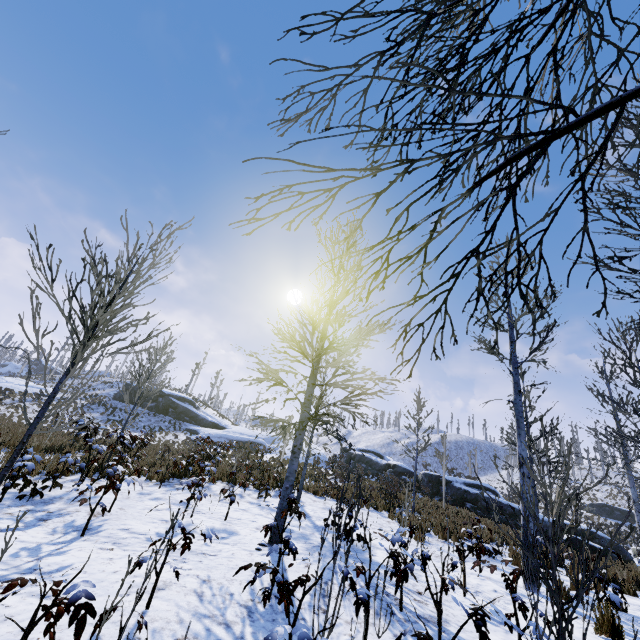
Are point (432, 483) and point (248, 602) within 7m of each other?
no

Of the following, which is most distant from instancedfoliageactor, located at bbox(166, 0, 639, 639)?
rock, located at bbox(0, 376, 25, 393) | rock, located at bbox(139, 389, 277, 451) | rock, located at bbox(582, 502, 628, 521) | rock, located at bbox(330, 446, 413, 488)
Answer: rock, located at bbox(582, 502, 628, 521)

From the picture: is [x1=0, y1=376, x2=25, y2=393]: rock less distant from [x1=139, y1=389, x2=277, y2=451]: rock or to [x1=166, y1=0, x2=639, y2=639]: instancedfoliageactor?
[x1=139, y1=389, x2=277, y2=451]: rock

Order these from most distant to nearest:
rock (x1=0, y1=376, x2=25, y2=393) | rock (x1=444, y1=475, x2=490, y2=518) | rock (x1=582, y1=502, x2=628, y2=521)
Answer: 1. rock (x1=582, y1=502, x2=628, y2=521)
2. rock (x1=0, y1=376, x2=25, y2=393)
3. rock (x1=444, y1=475, x2=490, y2=518)

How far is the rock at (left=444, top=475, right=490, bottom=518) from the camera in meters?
22.8 m

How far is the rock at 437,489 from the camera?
24.8m

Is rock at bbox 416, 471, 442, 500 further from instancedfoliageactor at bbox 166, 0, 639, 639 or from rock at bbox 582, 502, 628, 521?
rock at bbox 582, 502, 628, 521

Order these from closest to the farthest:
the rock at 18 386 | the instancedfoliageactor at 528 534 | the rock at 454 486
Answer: the instancedfoliageactor at 528 534 → the rock at 454 486 → the rock at 18 386
